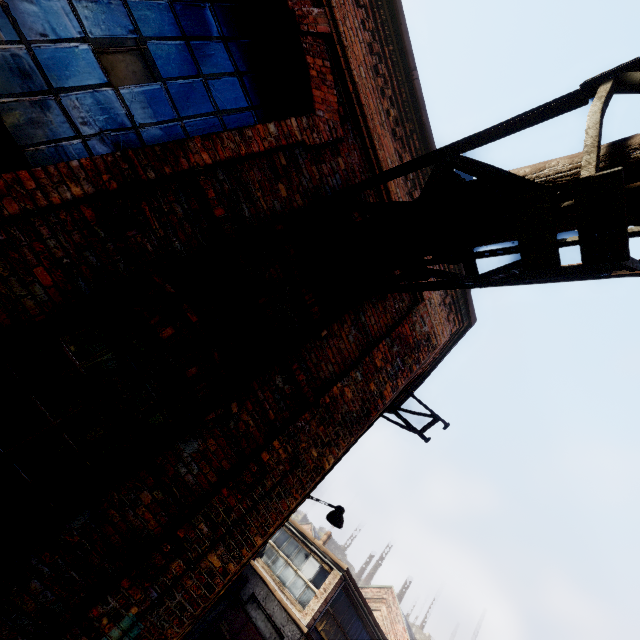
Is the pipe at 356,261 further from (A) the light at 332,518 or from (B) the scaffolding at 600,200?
(A) the light at 332,518

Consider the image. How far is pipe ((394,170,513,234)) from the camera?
2.3 meters

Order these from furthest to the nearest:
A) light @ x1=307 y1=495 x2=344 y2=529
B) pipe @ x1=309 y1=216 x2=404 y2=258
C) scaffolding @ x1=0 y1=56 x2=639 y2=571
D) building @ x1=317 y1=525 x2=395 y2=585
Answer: building @ x1=317 y1=525 x2=395 y2=585 → light @ x1=307 y1=495 x2=344 y2=529 → pipe @ x1=309 y1=216 x2=404 y2=258 → scaffolding @ x1=0 y1=56 x2=639 y2=571

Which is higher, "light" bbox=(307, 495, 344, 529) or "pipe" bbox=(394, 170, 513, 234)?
"pipe" bbox=(394, 170, 513, 234)

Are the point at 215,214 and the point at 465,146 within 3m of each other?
yes

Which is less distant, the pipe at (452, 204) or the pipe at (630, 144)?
the pipe at (630, 144)

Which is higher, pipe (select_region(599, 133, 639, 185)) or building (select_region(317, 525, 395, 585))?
building (select_region(317, 525, 395, 585))
